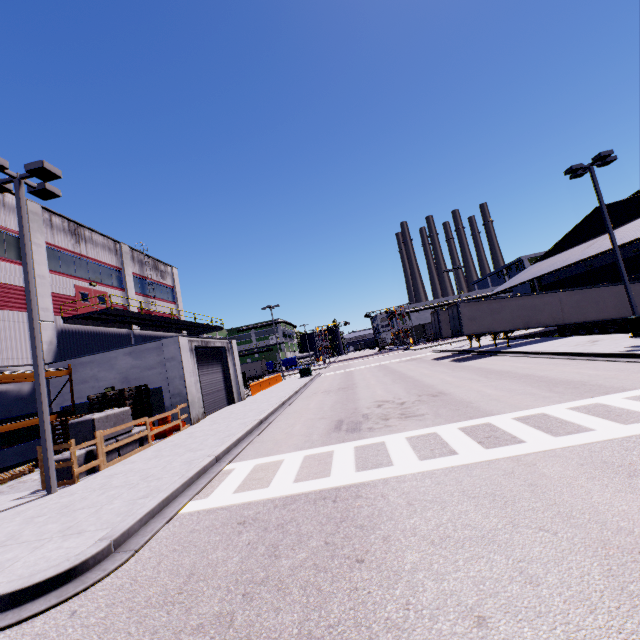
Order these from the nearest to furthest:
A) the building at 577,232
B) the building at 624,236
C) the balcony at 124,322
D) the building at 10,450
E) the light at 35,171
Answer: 1. the light at 35,171
2. the building at 10,450
3. the balcony at 124,322
4. the building at 624,236
5. the building at 577,232

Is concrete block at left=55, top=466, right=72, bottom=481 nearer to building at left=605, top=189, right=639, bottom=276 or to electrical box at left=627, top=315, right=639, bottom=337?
building at left=605, top=189, right=639, bottom=276

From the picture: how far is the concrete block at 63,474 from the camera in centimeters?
1003cm

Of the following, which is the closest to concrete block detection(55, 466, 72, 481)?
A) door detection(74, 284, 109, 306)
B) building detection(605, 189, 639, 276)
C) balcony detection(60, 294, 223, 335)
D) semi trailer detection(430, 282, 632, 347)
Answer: semi trailer detection(430, 282, 632, 347)

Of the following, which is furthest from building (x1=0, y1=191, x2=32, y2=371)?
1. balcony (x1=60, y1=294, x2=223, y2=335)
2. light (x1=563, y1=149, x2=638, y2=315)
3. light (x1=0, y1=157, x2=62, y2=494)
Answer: light (x1=0, y1=157, x2=62, y2=494)

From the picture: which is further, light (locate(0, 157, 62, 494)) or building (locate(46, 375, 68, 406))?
building (locate(46, 375, 68, 406))

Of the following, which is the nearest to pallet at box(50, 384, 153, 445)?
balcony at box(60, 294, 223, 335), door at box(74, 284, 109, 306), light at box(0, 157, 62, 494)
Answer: light at box(0, 157, 62, 494)

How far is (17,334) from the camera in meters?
17.2 m
